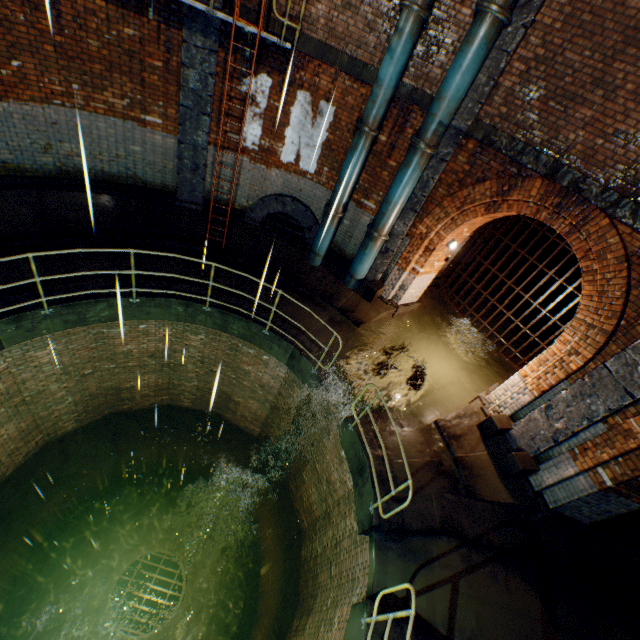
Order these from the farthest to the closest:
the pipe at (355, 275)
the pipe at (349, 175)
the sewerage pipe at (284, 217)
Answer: the sewerage pipe at (284, 217) → the pipe at (355, 275) → the pipe at (349, 175)

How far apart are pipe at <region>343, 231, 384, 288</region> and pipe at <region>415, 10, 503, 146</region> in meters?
2.2

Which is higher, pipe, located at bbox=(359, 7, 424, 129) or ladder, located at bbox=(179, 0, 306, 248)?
ladder, located at bbox=(179, 0, 306, 248)

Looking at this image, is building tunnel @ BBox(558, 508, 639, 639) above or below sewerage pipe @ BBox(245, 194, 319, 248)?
below

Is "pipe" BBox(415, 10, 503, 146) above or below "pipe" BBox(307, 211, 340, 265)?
above

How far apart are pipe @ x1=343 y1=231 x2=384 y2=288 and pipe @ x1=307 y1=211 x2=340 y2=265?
0.8 meters

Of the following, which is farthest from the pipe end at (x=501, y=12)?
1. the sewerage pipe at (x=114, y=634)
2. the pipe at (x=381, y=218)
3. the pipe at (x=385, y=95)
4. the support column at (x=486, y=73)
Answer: the sewerage pipe at (x=114, y=634)

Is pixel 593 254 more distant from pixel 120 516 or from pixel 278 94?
pixel 120 516
